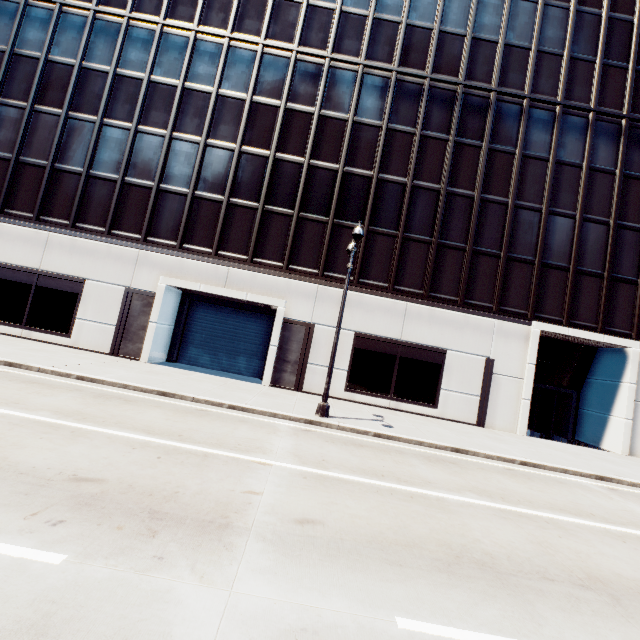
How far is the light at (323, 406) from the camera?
11.7 meters

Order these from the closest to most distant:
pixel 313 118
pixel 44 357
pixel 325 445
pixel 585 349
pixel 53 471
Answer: pixel 53 471 → pixel 325 445 → pixel 44 357 → pixel 313 118 → pixel 585 349

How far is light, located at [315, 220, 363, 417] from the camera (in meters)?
11.74

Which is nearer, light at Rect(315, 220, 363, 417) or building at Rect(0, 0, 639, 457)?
light at Rect(315, 220, 363, 417)

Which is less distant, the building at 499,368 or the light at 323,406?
the light at 323,406
